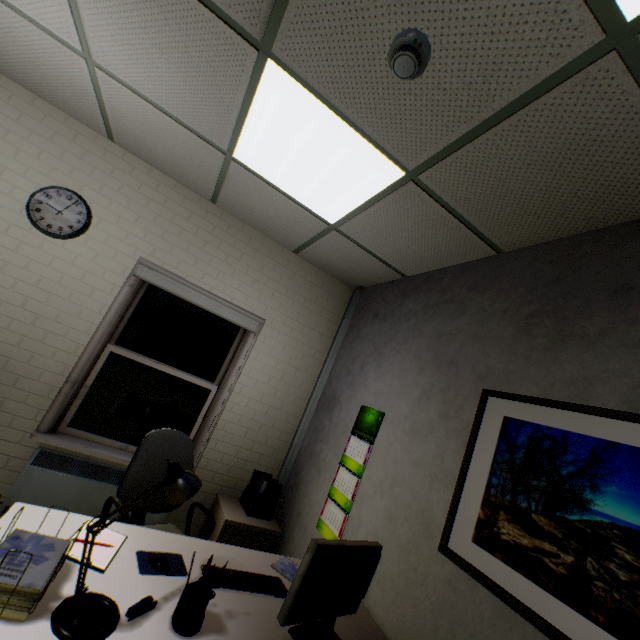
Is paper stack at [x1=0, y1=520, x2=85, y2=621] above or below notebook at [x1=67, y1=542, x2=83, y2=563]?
above

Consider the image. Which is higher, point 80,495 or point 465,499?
Result: point 465,499

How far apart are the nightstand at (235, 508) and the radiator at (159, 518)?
0.4m

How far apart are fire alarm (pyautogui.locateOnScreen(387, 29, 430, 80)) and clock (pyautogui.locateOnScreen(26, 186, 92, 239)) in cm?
284

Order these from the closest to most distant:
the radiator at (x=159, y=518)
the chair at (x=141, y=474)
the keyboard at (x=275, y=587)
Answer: the keyboard at (x=275, y=587)
the chair at (x=141, y=474)
the radiator at (x=159, y=518)

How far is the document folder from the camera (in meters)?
2.91

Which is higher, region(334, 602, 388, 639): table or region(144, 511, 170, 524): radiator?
region(334, 602, 388, 639): table

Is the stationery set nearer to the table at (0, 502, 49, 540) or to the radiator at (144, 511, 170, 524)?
the table at (0, 502, 49, 540)
